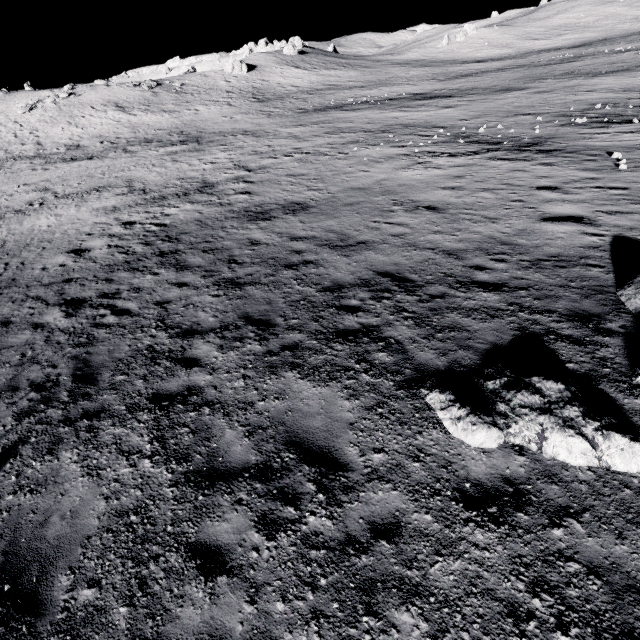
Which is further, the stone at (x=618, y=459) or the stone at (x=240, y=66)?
the stone at (x=240, y=66)

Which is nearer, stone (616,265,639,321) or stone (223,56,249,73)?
stone (616,265,639,321)

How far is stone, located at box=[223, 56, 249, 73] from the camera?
56.1m

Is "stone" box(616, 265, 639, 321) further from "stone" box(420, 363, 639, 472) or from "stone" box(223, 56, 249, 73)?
Answer: "stone" box(223, 56, 249, 73)

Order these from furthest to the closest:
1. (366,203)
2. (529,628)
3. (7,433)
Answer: (366,203) < (7,433) < (529,628)

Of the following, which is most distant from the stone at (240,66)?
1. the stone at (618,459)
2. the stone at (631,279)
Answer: the stone at (618,459)

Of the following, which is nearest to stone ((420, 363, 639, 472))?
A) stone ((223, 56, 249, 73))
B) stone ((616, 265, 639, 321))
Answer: stone ((616, 265, 639, 321))

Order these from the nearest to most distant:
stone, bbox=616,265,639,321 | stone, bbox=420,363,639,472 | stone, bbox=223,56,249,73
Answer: stone, bbox=420,363,639,472
stone, bbox=616,265,639,321
stone, bbox=223,56,249,73
